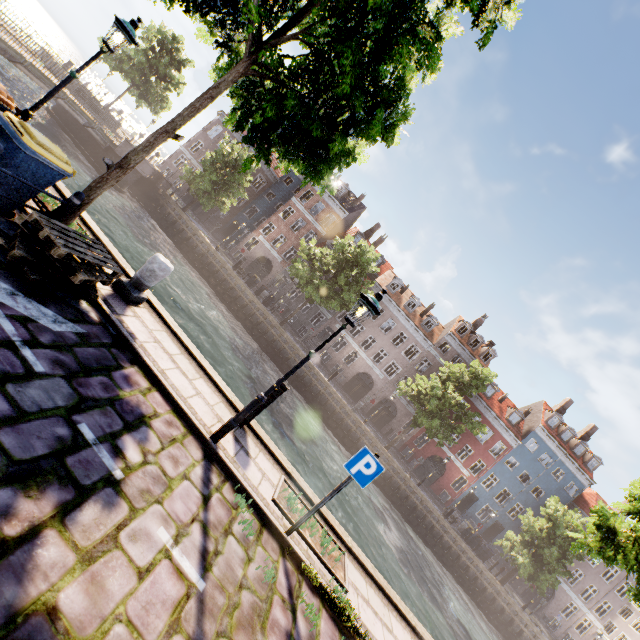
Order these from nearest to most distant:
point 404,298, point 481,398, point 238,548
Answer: point 238,548 < point 481,398 < point 404,298

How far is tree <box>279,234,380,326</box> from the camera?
26.0 meters

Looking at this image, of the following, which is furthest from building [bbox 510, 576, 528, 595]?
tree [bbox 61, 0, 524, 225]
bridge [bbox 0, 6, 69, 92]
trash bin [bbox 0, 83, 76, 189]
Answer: trash bin [bbox 0, 83, 76, 189]

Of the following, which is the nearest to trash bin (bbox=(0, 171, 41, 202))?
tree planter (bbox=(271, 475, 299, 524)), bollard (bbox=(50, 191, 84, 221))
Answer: bollard (bbox=(50, 191, 84, 221))

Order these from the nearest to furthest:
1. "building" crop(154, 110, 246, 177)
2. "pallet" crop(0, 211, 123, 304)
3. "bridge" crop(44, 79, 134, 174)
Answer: "pallet" crop(0, 211, 123, 304) → "bridge" crop(44, 79, 134, 174) → "building" crop(154, 110, 246, 177)

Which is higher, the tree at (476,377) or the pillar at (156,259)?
the tree at (476,377)

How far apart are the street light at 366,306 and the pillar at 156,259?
3.3 meters
